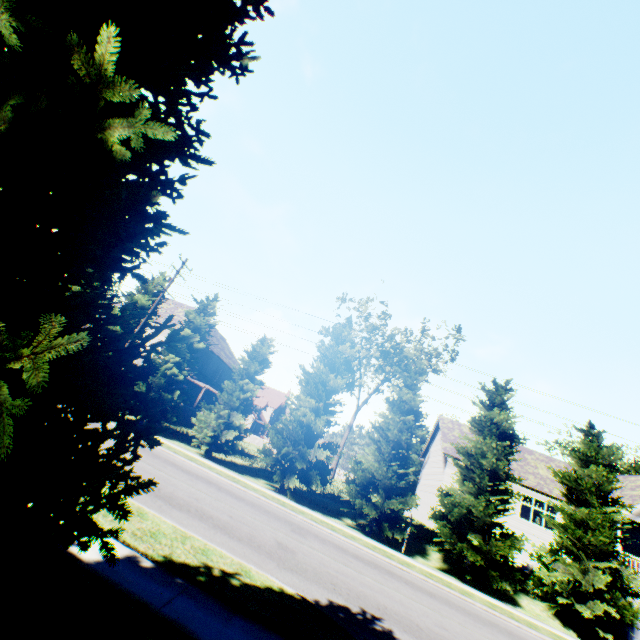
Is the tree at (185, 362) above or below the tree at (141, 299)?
below

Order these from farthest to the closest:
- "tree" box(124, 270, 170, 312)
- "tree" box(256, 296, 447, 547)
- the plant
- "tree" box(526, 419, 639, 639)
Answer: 1. "tree" box(124, 270, 170, 312)
2. "tree" box(256, 296, 447, 547)
3. "tree" box(526, 419, 639, 639)
4. the plant

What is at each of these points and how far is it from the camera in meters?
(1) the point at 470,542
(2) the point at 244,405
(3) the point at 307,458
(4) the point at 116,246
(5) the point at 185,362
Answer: (1) tree, 17.3 m
(2) tree, 22.0 m
(3) tree, 18.9 m
(4) plant, 2.8 m
(5) tree, 23.2 m

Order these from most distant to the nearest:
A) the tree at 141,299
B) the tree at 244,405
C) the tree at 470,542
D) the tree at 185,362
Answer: the tree at 141,299 → the tree at 185,362 → the tree at 244,405 → the tree at 470,542

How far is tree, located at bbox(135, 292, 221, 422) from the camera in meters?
22.3 m

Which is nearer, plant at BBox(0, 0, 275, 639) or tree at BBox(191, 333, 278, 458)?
plant at BBox(0, 0, 275, 639)
